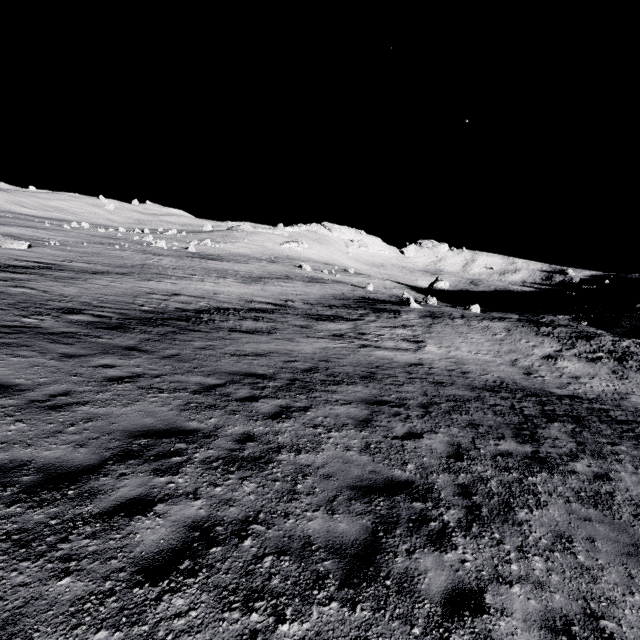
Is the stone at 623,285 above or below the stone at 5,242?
above

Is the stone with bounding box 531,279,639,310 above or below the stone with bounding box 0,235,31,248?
above

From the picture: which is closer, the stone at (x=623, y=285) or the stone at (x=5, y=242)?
the stone at (x=5, y=242)

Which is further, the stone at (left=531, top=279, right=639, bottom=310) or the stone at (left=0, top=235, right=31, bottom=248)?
the stone at (left=531, top=279, right=639, bottom=310)

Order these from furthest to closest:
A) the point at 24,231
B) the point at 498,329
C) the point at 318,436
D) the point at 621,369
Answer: the point at 24,231 < the point at 498,329 < the point at 621,369 < the point at 318,436
